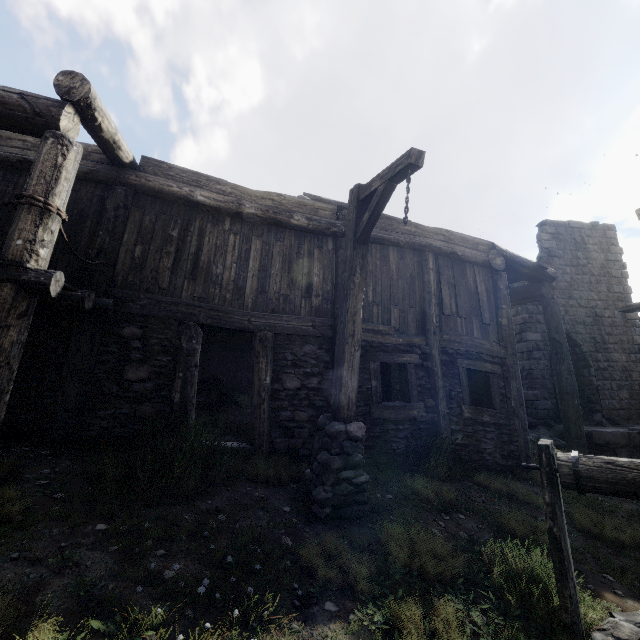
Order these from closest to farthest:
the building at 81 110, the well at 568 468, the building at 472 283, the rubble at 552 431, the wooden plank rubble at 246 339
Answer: the well at 568 468, the building at 81 110, the building at 472 283, the wooden plank rubble at 246 339, the rubble at 552 431

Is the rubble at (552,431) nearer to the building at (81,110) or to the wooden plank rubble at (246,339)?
the building at (81,110)

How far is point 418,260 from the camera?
8.3 meters

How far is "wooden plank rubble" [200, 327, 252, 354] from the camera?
9.9m

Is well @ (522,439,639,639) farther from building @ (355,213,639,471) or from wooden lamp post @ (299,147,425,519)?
building @ (355,213,639,471)

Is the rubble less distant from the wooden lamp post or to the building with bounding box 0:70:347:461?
the building with bounding box 0:70:347:461

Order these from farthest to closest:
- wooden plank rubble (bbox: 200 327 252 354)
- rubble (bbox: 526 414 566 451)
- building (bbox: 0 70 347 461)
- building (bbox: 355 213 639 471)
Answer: rubble (bbox: 526 414 566 451) < wooden plank rubble (bbox: 200 327 252 354) < building (bbox: 355 213 639 471) < building (bbox: 0 70 347 461)

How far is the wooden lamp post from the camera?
4.24m
